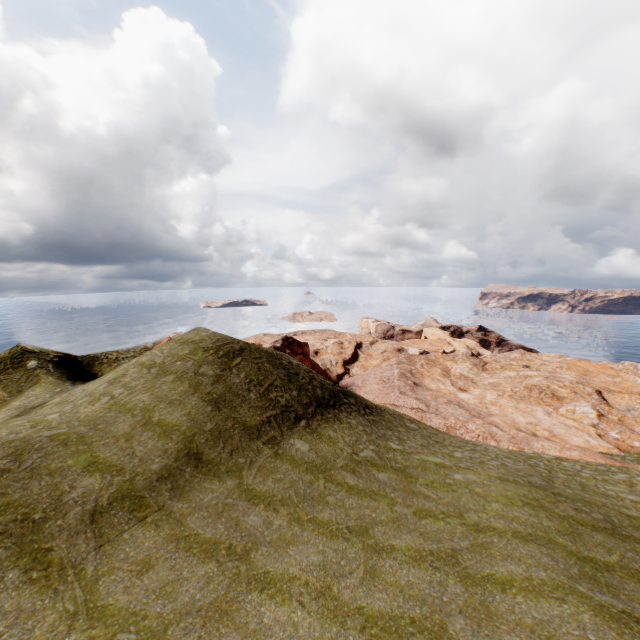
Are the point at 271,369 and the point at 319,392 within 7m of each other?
yes
